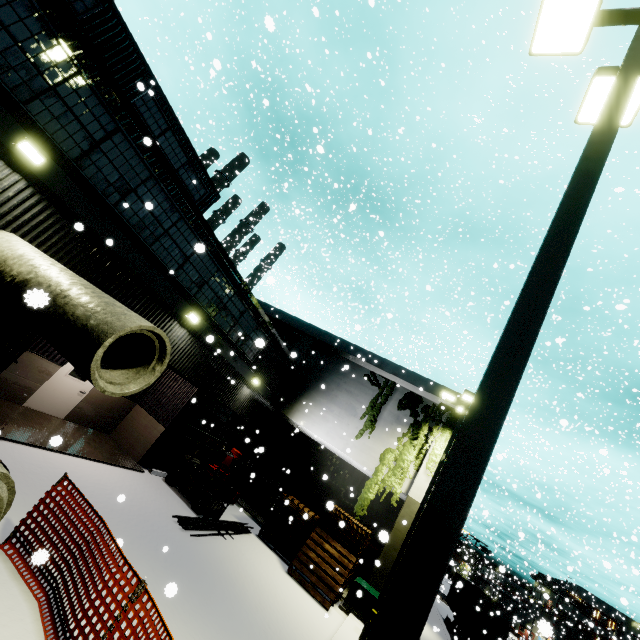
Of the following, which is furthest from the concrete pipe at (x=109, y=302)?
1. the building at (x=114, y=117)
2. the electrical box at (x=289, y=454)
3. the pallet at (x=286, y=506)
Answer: the electrical box at (x=289, y=454)

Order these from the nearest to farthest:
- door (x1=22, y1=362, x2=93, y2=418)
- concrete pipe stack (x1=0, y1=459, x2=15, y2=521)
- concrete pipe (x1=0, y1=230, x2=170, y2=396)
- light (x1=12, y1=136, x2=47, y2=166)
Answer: concrete pipe stack (x1=0, y1=459, x2=15, y2=521) → concrete pipe (x1=0, y1=230, x2=170, y2=396) → light (x1=12, y1=136, x2=47, y2=166) → door (x1=22, y1=362, x2=93, y2=418)

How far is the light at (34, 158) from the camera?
6.4 meters

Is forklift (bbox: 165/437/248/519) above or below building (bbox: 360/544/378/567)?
below

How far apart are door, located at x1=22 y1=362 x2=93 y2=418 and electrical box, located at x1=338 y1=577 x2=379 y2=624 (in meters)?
12.42

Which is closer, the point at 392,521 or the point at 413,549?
the point at 413,549

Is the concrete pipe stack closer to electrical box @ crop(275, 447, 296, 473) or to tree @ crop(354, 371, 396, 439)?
tree @ crop(354, 371, 396, 439)

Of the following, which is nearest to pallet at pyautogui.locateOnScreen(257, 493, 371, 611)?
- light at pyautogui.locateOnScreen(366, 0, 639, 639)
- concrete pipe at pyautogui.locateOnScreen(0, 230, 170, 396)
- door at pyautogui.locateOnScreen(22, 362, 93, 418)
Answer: concrete pipe at pyautogui.locateOnScreen(0, 230, 170, 396)
